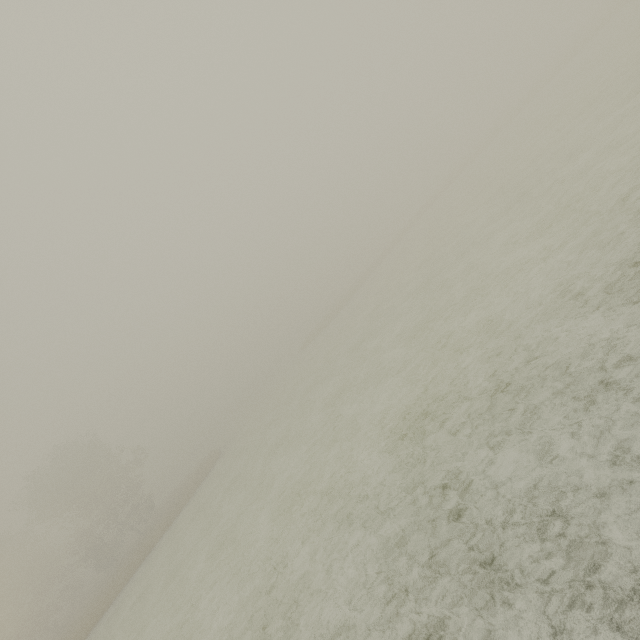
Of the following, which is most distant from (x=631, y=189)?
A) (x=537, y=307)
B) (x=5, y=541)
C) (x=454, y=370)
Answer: (x=5, y=541)
